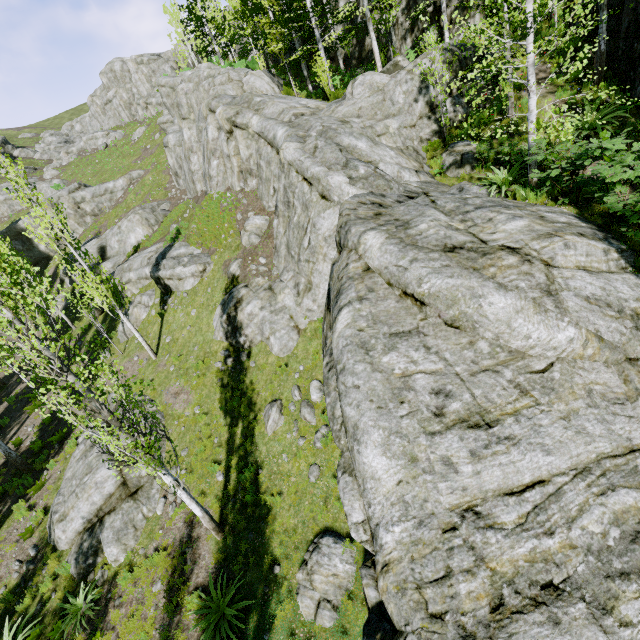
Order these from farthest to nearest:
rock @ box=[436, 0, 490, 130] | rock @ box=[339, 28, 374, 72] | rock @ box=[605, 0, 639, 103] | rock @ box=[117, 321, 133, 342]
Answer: rock @ box=[339, 28, 374, 72], rock @ box=[117, 321, 133, 342], rock @ box=[436, 0, 490, 130], rock @ box=[605, 0, 639, 103]

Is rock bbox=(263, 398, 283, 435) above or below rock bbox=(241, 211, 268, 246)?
below

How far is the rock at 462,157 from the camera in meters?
12.1 m

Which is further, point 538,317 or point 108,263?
point 108,263

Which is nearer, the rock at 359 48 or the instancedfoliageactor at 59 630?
the instancedfoliageactor at 59 630

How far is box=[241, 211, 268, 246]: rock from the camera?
16.59m
